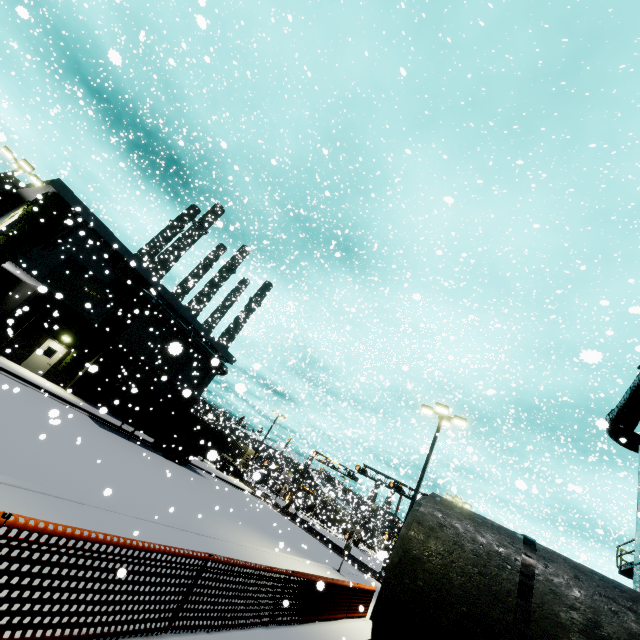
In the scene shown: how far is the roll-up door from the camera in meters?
28.5

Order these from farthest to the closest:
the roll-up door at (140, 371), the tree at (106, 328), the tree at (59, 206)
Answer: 1. the roll-up door at (140, 371)
2. the tree at (106, 328)
3. the tree at (59, 206)

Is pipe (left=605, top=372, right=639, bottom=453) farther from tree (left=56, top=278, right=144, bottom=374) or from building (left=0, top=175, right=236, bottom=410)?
tree (left=56, top=278, right=144, bottom=374)

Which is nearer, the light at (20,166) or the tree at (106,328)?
the light at (20,166)

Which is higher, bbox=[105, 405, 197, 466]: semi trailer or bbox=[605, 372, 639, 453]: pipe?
bbox=[605, 372, 639, 453]: pipe

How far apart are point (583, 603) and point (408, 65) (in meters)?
23.88

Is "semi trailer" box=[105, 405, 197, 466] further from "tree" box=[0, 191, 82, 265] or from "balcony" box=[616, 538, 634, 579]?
"balcony" box=[616, 538, 634, 579]

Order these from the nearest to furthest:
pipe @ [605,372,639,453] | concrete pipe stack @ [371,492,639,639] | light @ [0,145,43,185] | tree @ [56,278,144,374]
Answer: concrete pipe stack @ [371,492,639,639], pipe @ [605,372,639,453], light @ [0,145,43,185], tree @ [56,278,144,374]
